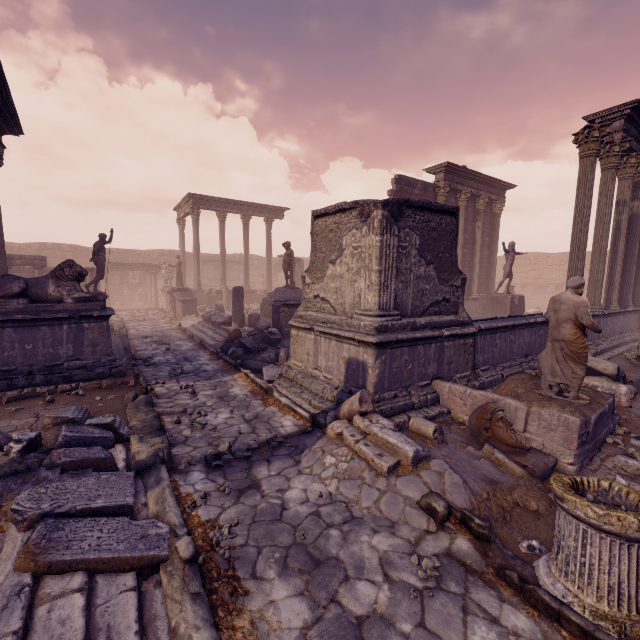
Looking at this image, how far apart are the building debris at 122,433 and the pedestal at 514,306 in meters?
13.1 m

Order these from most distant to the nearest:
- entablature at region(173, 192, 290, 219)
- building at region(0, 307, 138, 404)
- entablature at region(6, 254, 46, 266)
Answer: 1. entablature at region(173, 192, 290, 219)
2. entablature at region(6, 254, 46, 266)
3. building at region(0, 307, 138, 404)

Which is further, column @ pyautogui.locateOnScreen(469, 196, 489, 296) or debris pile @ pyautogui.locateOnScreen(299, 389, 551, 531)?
column @ pyautogui.locateOnScreen(469, 196, 489, 296)

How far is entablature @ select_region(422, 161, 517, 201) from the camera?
15.6m

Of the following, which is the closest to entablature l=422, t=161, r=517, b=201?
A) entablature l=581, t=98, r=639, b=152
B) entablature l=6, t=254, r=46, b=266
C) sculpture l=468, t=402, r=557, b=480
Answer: entablature l=581, t=98, r=639, b=152

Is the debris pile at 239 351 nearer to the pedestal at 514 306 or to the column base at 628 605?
the column base at 628 605

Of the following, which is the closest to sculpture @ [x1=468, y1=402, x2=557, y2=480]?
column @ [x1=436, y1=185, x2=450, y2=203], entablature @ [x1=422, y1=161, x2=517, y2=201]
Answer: column @ [x1=436, y1=185, x2=450, y2=203]

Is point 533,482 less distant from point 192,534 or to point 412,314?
point 412,314
